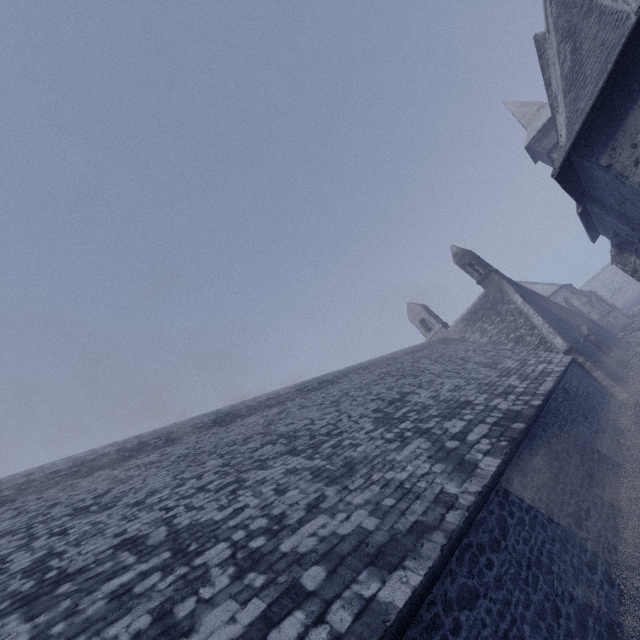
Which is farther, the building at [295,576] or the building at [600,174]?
the building at [600,174]

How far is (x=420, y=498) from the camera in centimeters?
539cm

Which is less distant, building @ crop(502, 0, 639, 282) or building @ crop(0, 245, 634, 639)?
building @ crop(0, 245, 634, 639)
